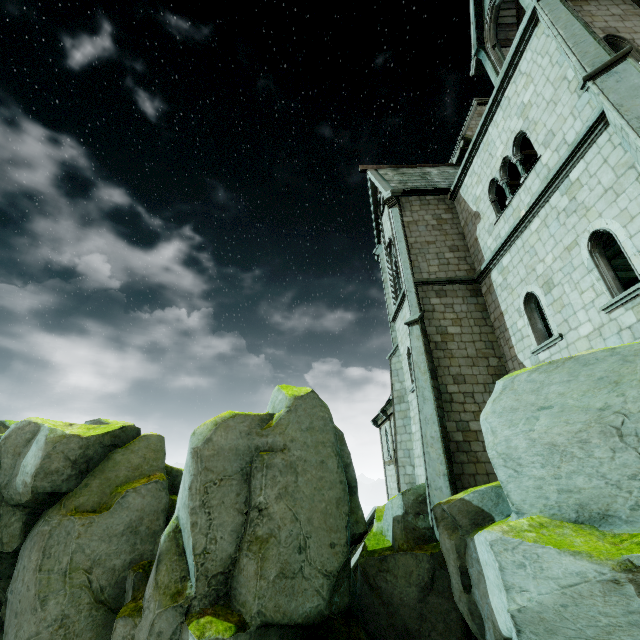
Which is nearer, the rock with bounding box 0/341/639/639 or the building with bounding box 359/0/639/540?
the rock with bounding box 0/341/639/639

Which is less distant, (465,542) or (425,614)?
(465,542)

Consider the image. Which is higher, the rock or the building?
the building

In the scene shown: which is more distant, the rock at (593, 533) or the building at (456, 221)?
the building at (456, 221)

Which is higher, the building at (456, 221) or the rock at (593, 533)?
the building at (456, 221)
